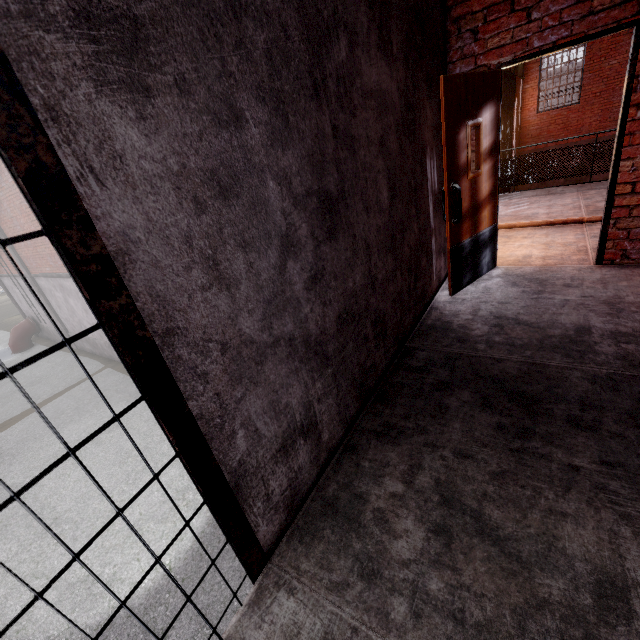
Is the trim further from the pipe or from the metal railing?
the pipe

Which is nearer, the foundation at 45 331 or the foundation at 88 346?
the foundation at 88 346

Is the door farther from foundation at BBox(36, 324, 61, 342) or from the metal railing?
foundation at BBox(36, 324, 61, 342)

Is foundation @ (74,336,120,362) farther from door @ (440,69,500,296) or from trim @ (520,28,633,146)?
trim @ (520,28,633,146)

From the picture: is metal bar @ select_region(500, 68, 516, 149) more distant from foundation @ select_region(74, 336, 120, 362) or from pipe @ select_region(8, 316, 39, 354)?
pipe @ select_region(8, 316, 39, 354)

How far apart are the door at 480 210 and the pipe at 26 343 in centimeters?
2292cm

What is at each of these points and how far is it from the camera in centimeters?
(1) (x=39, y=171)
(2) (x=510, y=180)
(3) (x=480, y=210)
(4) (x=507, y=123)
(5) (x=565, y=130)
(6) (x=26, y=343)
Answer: (1) cage, 76cm
(2) metal railing, 813cm
(3) door, 358cm
(4) metal bar, 1116cm
(5) trim, 1477cm
(6) pipe, 1800cm

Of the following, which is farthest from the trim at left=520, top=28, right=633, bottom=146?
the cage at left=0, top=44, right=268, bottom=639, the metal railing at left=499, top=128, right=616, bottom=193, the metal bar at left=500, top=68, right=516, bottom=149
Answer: the cage at left=0, top=44, right=268, bottom=639
